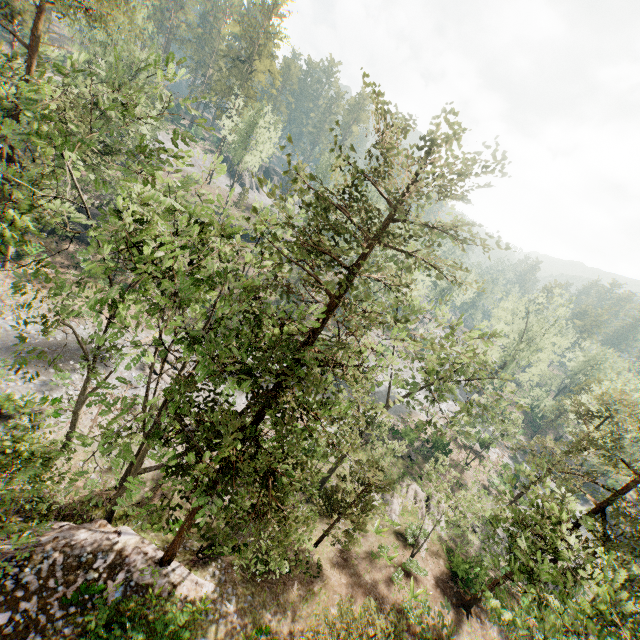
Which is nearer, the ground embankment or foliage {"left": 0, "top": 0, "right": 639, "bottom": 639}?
foliage {"left": 0, "top": 0, "right": 639, "bottom": 639}

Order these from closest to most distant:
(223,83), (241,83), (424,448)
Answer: (424,448) < (241,83) < (223,83)

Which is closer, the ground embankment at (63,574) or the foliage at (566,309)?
the ground embankment at (63,574)

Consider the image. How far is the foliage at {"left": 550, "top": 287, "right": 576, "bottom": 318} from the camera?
37.59m

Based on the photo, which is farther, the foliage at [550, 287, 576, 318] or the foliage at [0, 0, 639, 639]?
the foliage at [550, 287, 576, 318]

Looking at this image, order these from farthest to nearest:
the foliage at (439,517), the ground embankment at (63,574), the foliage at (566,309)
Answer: the foliage at (566,309)
the ground embankment at (63,574)
the foliage at (439,517)

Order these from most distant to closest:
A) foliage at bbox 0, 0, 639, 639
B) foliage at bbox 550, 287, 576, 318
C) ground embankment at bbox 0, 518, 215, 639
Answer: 1. foliage at bbox 550, 287, 576, 318
2. ground embankment at bbox 0, 518, 215, 639
3. foliage at bbox 0, 0, 639, 639
